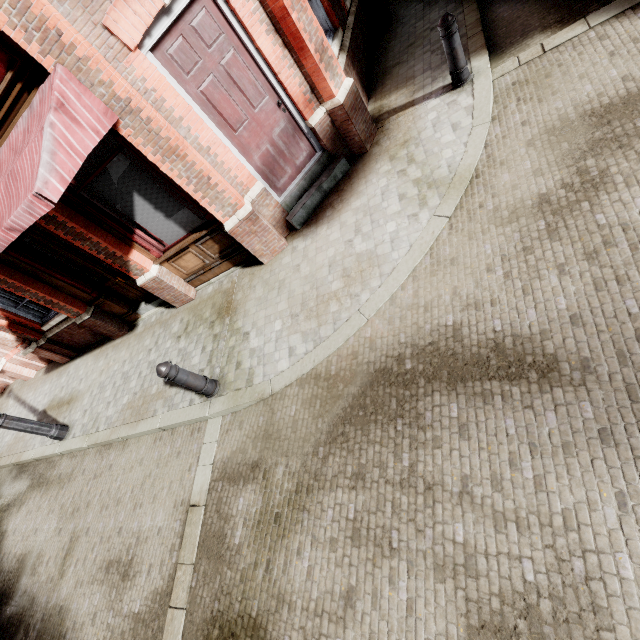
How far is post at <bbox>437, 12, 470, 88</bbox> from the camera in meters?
4.6 m

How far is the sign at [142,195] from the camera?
5.0m

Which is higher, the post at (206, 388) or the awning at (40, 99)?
the awning at (40, 99)

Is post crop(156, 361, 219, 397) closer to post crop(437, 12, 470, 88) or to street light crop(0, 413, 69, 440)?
street light crop(0, 413, 69, 440)

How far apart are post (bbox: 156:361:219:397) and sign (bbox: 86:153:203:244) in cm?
259

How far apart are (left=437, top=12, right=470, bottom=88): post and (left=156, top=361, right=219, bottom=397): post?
6.1m

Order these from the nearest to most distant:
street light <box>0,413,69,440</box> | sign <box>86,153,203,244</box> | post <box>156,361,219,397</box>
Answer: post <box>156,361,219,397</box> → sign <box>86,153,203,244</box> → street light <box>0,413,69,440</box>

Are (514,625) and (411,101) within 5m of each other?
no
